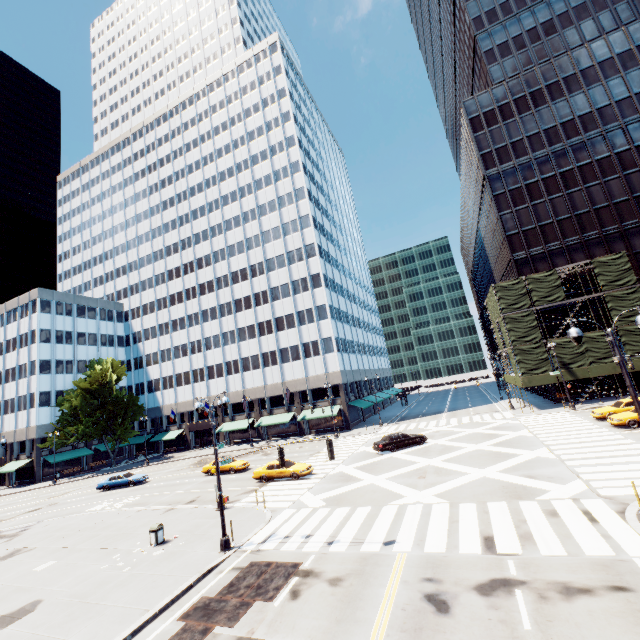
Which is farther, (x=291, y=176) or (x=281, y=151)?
(x=281, y=151)

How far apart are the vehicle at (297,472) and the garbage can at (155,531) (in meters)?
10.12

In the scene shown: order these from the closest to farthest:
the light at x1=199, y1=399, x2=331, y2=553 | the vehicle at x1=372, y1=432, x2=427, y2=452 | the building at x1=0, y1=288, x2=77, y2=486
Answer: the light at x1=199, y1=399, x2=331, y2=553
the vehicle at x1=372, y1=432, x2=427, y2=452
the building at x1=0, y1=288, x2=77, y2=486

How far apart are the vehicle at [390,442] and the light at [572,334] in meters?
21.5 m

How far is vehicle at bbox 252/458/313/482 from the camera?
26.0m

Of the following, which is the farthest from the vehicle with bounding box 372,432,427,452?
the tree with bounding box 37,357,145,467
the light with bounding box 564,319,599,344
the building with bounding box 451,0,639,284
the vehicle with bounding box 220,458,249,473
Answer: the tree with bounding box 37,357,145,467

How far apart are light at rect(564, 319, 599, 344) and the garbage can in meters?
21.4

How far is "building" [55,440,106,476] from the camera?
54.2m
